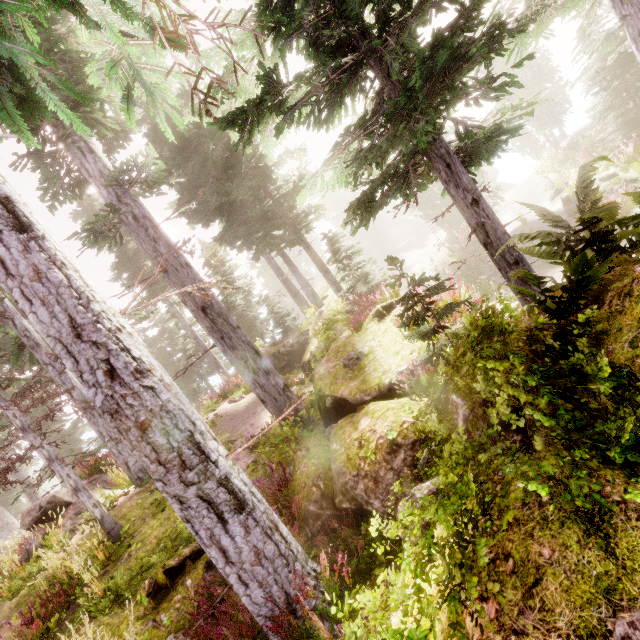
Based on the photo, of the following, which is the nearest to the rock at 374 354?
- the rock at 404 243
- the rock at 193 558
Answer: the rock at 193 558

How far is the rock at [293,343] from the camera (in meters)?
13.55

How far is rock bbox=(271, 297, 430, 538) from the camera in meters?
4.2

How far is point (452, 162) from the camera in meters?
5.8 m

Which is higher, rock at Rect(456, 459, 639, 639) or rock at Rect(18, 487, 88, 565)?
rock at Rect(18, 487, 88, 565)

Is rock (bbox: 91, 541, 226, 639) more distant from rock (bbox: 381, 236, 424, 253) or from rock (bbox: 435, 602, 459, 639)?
rock (bbox: 381, 236, 424, 253)

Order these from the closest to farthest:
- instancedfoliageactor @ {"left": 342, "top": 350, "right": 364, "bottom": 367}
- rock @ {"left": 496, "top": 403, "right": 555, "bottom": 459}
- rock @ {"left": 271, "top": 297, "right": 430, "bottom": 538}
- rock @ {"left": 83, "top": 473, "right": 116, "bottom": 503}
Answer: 1. rock @ {"left": 496, "top": 403, "right": 555, "bottom": 459}
2. rock @ {"left": 271, "top": 297, "right": 430, "bottom": 538}
3. instancedfoliageactor @ {"left": 342, "top": 350, "right": 364, "bottom": 367}
4. rock @ {"left": 83, "top": 473, "right": 116, "bottom": 503}
